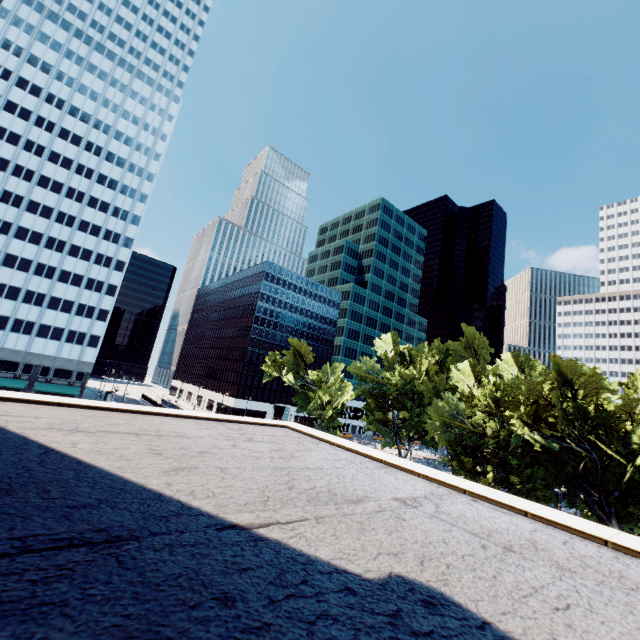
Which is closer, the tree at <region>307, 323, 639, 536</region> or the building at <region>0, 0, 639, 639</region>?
the building at <region>0, 0, 639, 639</region>

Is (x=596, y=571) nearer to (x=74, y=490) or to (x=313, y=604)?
(x=313, y=604)

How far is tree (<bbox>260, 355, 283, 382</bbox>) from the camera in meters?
57.2 m

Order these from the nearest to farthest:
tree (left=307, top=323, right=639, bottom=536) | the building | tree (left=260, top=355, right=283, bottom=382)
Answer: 1. the building
2. tree (left=307, top=323, right=639, bottom=536)
3. tree (left=260, top=355, right=283, bottom=382)

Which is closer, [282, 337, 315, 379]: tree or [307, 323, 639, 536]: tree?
[307, 323, 639, 536]: tree

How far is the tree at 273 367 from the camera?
57.2 meters

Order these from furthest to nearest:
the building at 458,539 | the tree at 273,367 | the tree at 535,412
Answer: the tree at 273,367 < the tree at 535,412 < the building at 458,539
